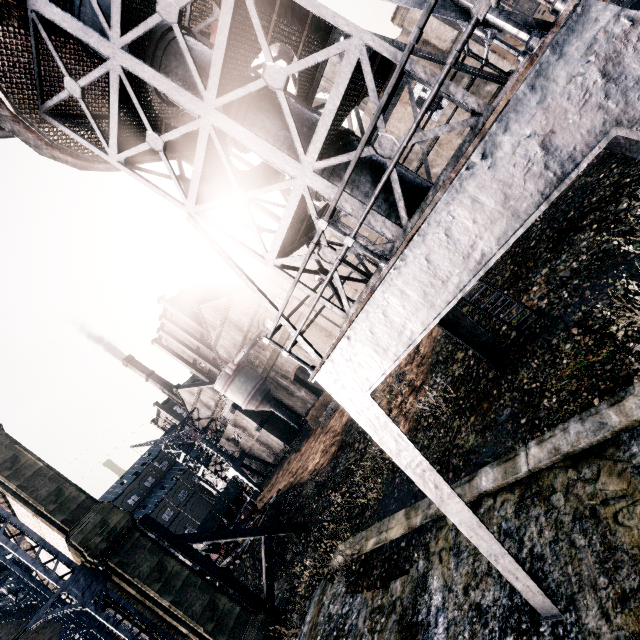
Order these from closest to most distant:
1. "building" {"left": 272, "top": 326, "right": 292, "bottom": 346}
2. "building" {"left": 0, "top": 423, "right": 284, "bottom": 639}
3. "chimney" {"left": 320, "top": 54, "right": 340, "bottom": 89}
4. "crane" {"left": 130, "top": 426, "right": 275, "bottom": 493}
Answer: "building" {"left": 0, "top": 423, "right": 284, "bottom": 639}, "chimney" {"left": 320, "top": 54, "right": 340, "bottom": 89}, "building" {"left": 272, "top": 326, "right": 292, "bottom": 346}, "crane" {"left": 130, "top": 426, "right": 275, "bottom": 493}

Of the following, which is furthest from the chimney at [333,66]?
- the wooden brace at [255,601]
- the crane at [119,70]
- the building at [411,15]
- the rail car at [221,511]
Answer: the rail car at [221,511]

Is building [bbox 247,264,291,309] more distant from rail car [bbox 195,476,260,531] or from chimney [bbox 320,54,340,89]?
rail car [bbox 195,476,260,531]

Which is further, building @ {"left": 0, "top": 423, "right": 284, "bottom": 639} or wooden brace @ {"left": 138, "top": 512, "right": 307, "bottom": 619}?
wooden brace @ {"left": 138, "top": 512, "right": 307, "bottom": 619}

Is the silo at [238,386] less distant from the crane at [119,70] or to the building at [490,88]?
the building at [490,88]

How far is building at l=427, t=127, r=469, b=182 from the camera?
24.2m

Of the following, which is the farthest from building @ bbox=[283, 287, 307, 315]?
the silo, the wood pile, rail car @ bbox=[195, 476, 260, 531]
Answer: rail car @ bbox=[195, 476, 260, 531]

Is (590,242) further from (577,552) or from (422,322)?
(422,322)
